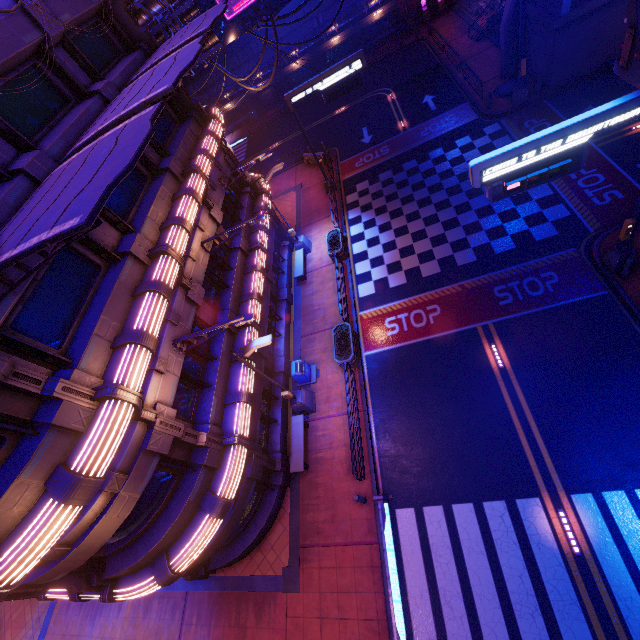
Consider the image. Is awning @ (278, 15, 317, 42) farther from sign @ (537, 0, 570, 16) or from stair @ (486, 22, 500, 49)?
sign @ (537, 0, 570, 16)

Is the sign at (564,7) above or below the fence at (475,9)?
above

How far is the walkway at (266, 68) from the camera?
37.9m

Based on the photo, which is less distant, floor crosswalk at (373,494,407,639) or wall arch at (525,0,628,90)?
floor crosswalk at (373,494,407,639)

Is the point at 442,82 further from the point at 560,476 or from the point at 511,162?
the point at 560,476

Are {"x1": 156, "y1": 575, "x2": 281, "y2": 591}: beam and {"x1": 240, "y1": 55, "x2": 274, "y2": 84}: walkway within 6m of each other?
no

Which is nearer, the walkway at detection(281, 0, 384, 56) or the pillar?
the pillar

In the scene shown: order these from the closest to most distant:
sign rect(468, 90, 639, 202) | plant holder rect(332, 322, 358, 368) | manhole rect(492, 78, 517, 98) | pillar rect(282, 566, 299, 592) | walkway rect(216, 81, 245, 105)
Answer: sign rect(468, 90, 639, 202), pillar rect(282, 566, 299, 592), plant holder rect(332, 322, 358, 368), manhole rect(492, 78, 517, 98), walkway rect(216, 81, 245, 105)
